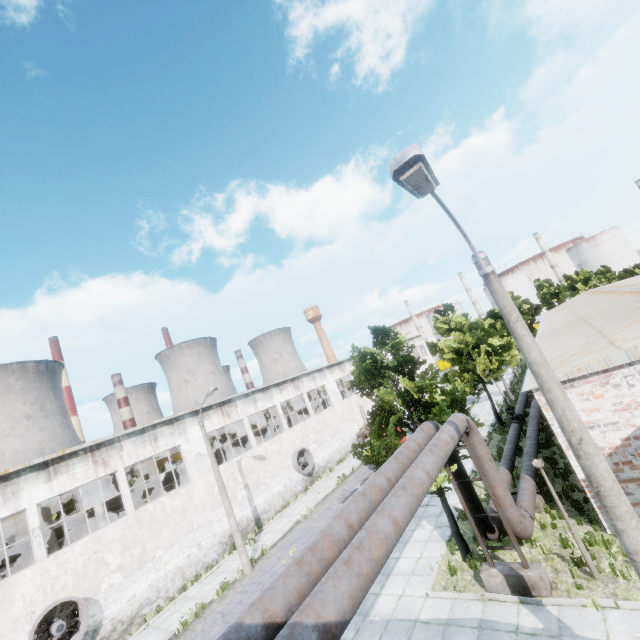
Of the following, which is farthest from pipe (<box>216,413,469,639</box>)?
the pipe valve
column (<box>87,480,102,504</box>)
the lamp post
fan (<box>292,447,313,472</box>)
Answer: column (<box>87,480,102,504</box>)

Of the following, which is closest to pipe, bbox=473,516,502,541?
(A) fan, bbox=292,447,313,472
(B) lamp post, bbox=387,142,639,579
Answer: (B) lamp post, bbox=387,142,639,579

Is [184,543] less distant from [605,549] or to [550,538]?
[550,538]

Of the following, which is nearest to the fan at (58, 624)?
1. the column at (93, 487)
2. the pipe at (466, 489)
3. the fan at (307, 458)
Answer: the column at (93, 487)

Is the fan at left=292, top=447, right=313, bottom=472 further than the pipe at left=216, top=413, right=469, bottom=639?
Yes

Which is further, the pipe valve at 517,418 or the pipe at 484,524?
the pipe valve at 517,418

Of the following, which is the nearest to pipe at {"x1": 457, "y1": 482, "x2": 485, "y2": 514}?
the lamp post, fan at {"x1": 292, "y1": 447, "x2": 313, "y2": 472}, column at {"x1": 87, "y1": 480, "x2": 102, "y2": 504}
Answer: the lamp post

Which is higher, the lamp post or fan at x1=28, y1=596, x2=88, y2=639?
the lamp post
